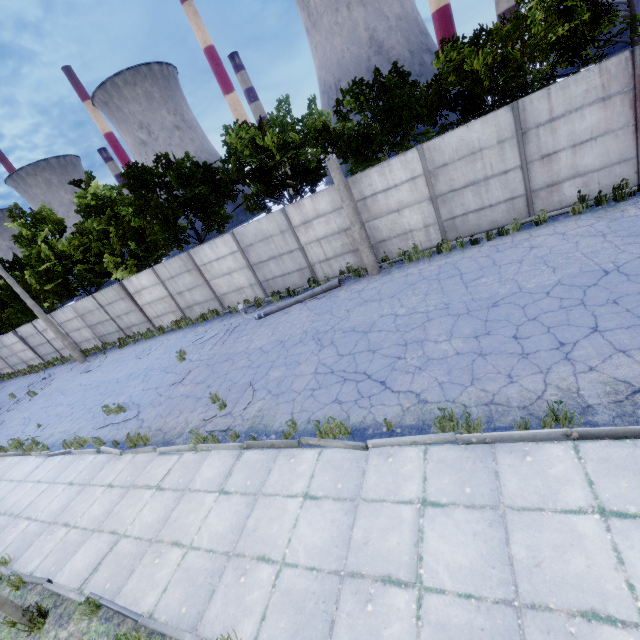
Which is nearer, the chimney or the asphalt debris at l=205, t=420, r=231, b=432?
A: the asphalt debris at l=205, t=420, r=231, b=432

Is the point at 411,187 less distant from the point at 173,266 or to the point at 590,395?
the point at 590,395

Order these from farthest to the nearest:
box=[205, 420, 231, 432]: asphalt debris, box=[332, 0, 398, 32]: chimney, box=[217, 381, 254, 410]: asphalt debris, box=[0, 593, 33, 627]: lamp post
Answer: box=[332, 0, 398, 32]: chimney, box=[217, 381, 254, 410]: asphalt debris, box=[205, 420, 231, 432]: asphalt debris, box=[0, 593, 33, 627]: lamp post

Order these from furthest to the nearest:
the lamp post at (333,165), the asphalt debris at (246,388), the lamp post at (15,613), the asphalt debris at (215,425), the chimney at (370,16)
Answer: the chimney at (370,16) < the lamp post at (333,165) < the asphalt debris at (246,388) < the asphalt debris at (215,425) < the lamp post at (15,613)

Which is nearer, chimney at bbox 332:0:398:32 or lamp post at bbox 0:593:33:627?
lamp post at bbox 0:593:33:627

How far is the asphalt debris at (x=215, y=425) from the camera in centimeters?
814cm

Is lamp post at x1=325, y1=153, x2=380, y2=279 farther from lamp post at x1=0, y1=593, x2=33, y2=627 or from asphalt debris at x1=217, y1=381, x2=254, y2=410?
lamp post at x1=0, y1=593, x2=33, y2=627

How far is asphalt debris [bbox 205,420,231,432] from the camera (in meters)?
8.14
